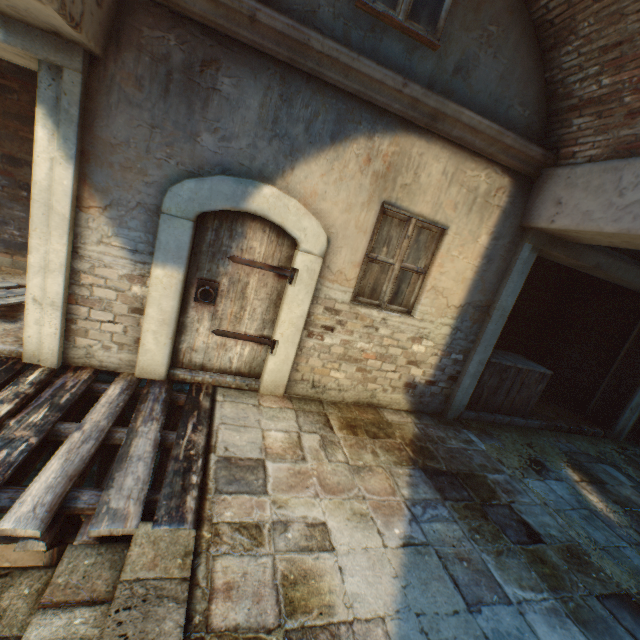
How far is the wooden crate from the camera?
5.4m

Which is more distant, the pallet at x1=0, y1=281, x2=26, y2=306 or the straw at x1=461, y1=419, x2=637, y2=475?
the straw at x1=461, y1=419, x2=637, y2=475

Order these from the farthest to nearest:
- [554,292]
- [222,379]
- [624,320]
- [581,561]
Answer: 1. [554,292]
2. [624,320]
3. [222,379]
4. [581,561]

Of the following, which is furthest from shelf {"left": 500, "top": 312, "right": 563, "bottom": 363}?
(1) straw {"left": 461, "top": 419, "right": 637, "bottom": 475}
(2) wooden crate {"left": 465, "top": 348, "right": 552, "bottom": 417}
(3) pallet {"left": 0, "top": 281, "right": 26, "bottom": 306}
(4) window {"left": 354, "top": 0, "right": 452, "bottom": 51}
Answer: (3) pallet {"left": 0, "top": 281, "right": 26, "bottom": 306}

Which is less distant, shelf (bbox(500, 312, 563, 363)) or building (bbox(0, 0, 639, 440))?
building (bbox(0, 0, 639, 440))

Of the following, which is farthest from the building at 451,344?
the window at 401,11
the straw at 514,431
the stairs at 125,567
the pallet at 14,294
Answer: the pallet at 14,294

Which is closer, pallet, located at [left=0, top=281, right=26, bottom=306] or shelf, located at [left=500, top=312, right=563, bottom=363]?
pallet, located at [left=0, top=281, right=26, bottom=306]

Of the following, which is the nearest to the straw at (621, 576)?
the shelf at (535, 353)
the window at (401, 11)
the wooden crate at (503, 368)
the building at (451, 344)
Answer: the wooden crate at (503, 368)
